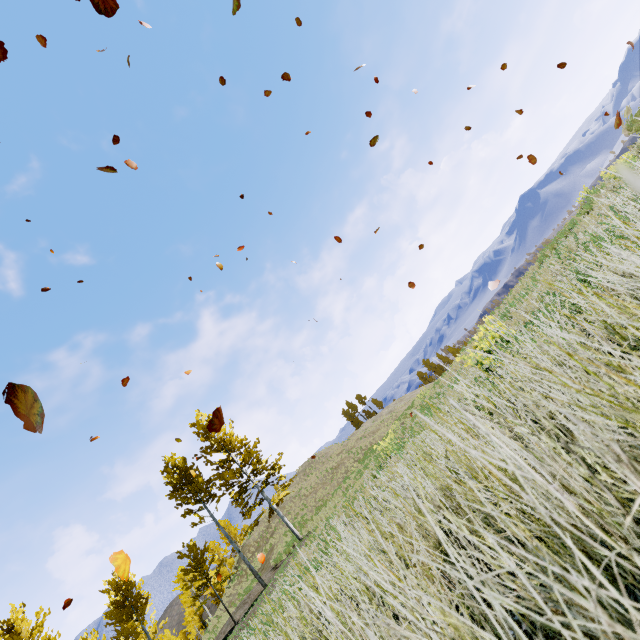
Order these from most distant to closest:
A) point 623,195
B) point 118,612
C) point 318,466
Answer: point 318,466, point 118,612, point 623,195
